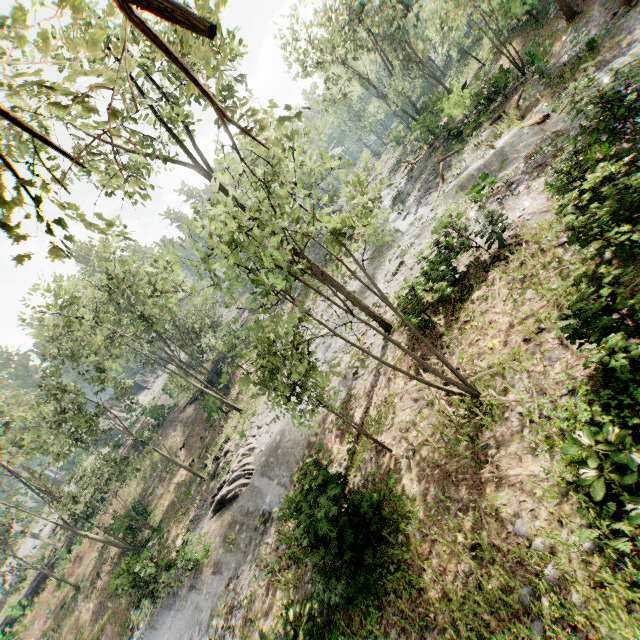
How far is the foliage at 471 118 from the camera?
23.11m

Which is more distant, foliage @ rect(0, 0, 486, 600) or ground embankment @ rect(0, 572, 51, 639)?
ground embankment @ rect(0, 572, 51, 639)

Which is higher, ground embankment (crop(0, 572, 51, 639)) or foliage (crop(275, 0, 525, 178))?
foliage (crop(275, 0, 525, 178))

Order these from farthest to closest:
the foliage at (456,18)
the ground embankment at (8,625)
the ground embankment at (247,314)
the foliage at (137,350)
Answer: the ground embankment at (247,314)
the ground embankment at (8,625)
the foliage at (456,18)
the foliage at (137,350)

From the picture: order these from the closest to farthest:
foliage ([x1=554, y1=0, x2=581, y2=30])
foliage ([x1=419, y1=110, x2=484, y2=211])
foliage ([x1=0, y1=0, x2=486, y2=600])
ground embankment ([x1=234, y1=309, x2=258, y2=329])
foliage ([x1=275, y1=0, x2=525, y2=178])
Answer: foliage ([x1=0, y1=0, x2=486, y2=600]), foliage ([x1=554, y1=0, x2=581, y2=30]), foliage ([x1=419, y1=110, x2=484, y2=211]), foliage ([x1=275, y1=0, x2=525, y2=178]), ground embankment ([x1=234, y1=309, x2=258, y2=329])

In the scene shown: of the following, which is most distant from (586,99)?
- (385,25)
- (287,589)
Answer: (385,25)

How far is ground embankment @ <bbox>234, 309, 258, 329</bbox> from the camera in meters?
46.1 m

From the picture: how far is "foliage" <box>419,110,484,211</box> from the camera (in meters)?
23.11
